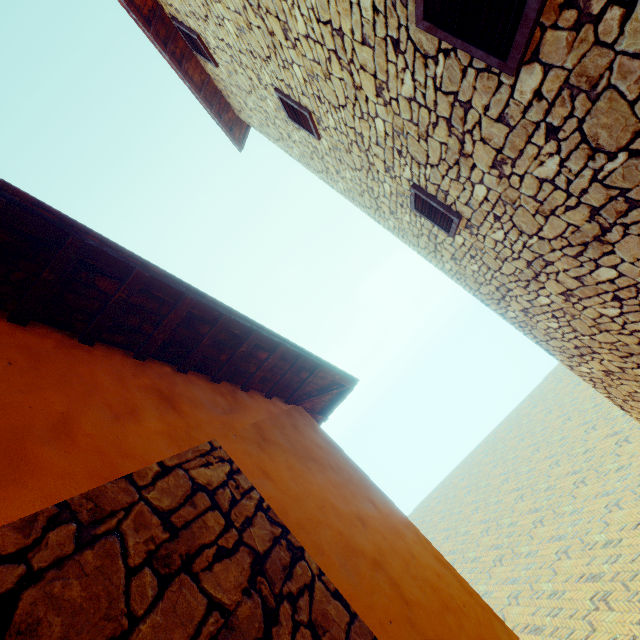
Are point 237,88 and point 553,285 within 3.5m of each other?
no
